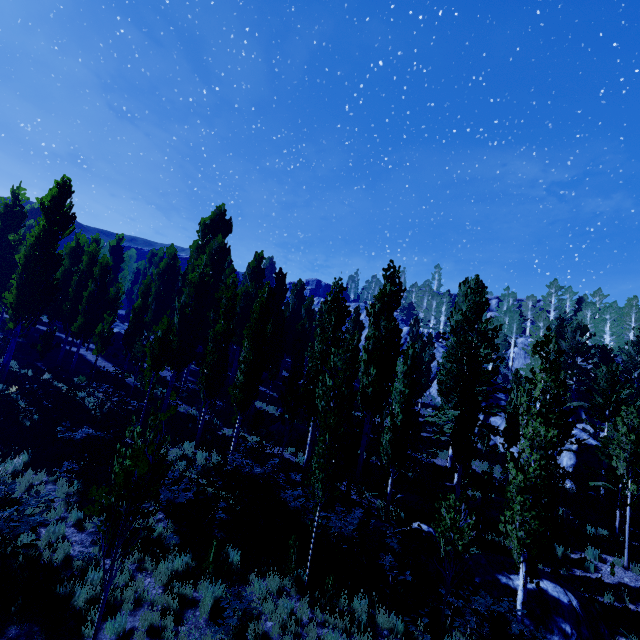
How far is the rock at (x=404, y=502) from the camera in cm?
1555

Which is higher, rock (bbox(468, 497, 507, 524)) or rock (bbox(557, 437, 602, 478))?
rock (bbox(557, 437, 602, 478))

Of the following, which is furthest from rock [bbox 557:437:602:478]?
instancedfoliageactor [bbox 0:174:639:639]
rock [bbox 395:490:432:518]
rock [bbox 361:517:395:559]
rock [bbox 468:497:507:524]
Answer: rock [bbox 361:517:395:559]

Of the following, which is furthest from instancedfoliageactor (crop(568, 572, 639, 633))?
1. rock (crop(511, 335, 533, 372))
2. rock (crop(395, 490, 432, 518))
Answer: rock (crop(395, 490, 432, 518))

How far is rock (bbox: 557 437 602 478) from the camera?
22.06m

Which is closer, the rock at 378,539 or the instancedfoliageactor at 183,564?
the instancedfoliageactor at 183,564

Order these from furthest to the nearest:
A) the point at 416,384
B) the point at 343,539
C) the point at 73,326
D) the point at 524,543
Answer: the point at 73,326
the point at 416,384
the point at 343,539
the point at 524,543

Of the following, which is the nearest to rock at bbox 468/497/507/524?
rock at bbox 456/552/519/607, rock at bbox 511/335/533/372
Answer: rock at bbox 456/552/519/607
